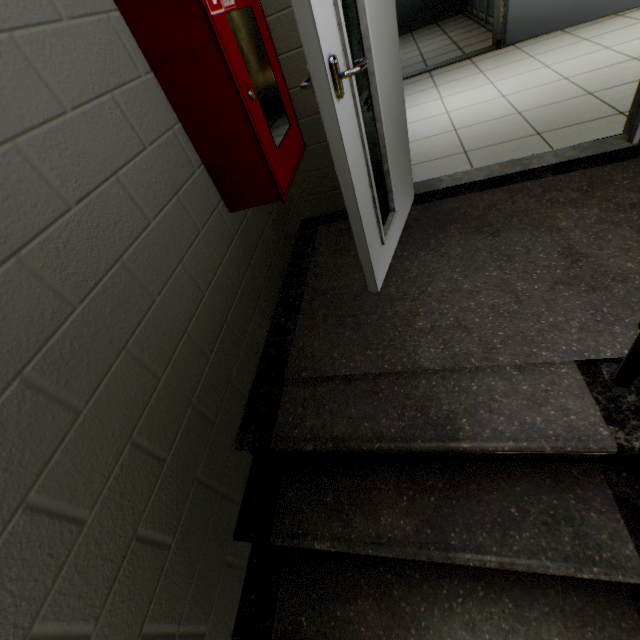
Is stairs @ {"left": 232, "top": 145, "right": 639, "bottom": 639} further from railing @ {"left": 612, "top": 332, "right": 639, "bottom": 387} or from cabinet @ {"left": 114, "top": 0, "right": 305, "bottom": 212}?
cabinet @ {"left": 114, "top": 0, "right": 305, "bottom": 212}

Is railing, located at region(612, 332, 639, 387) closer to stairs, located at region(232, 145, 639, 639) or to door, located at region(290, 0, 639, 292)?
stairs, located at region(232, 145, 639, 639)

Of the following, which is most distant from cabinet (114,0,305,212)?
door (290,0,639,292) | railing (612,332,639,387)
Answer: railing (612,332,639,387)

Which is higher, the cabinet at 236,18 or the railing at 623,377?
the cabinet at 236,18

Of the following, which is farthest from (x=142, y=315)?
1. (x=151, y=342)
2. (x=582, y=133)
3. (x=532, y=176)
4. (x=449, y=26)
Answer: (x=449, y=26)

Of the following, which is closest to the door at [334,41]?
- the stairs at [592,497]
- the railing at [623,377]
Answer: the stairs at [592,497]

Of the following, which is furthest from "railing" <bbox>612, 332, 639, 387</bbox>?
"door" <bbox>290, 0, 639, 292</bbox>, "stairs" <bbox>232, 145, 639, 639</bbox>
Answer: "door" <bbox>290, 0, 639, 292</bbox>
